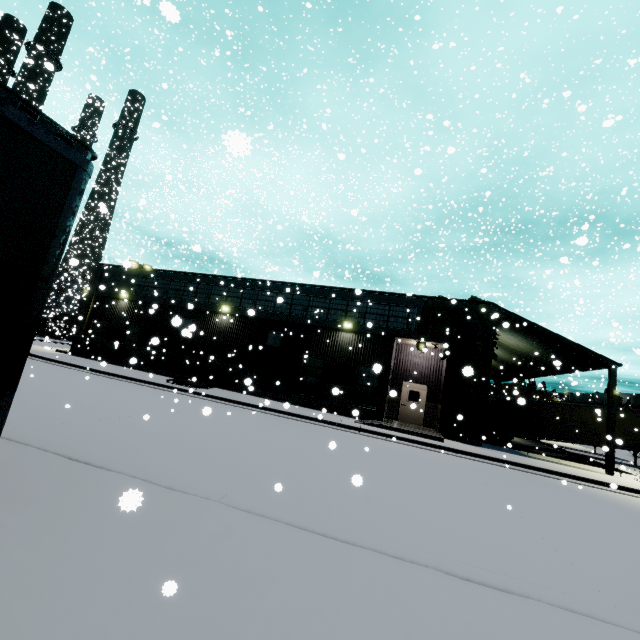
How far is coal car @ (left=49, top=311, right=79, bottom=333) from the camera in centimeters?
3525cm

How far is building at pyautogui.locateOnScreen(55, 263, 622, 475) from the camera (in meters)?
17.53

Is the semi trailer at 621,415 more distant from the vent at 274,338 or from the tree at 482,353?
the vent at 274,338

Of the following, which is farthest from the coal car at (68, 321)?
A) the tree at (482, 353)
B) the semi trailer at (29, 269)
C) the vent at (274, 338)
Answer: the vent at (274, 338)

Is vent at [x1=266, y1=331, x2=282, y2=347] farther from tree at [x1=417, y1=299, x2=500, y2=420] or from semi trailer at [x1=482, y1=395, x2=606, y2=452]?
tree at [x1=417, y1=299, x2=500, y2=420]

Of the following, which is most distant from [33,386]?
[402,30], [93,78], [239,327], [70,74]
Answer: [70,74]

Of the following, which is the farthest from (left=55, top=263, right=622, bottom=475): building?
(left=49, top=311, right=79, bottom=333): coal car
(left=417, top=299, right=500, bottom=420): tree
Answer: (left=49, top=311, right=79, bottom=333): coal car

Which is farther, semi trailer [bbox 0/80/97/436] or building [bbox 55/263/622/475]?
building [bbox 55/263/622/475]
